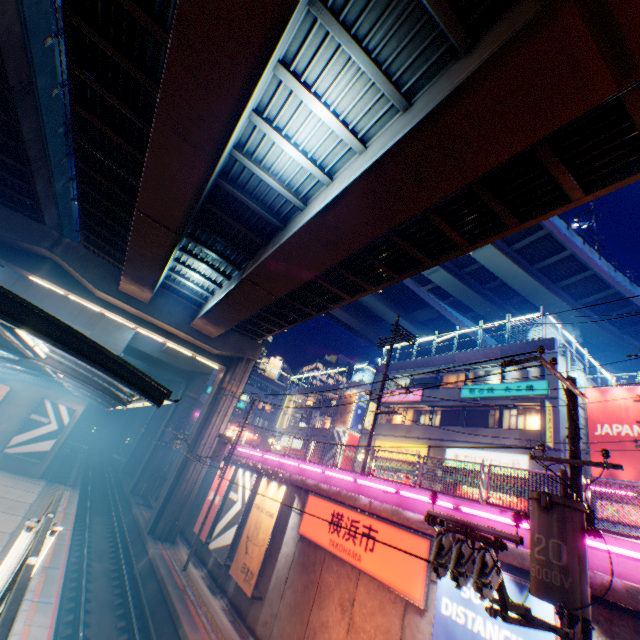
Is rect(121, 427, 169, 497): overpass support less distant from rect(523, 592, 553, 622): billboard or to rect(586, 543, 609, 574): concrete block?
rect(586, 543, 609, 574): concrete block

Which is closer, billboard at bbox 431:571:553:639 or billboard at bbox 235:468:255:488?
billboard at bbox 431:571:553:639

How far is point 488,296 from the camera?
35.8m

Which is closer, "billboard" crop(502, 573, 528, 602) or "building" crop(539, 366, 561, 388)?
"billboard" crop(502, 573, 528, 602)

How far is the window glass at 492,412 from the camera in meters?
21.5

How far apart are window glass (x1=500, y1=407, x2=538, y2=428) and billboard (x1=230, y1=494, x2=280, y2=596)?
14.27m

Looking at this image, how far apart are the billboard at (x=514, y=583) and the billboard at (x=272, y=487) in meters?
8.7 m

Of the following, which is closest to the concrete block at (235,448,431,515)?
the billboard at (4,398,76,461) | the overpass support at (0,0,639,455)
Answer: the overpass support at (0,0,639,455)
